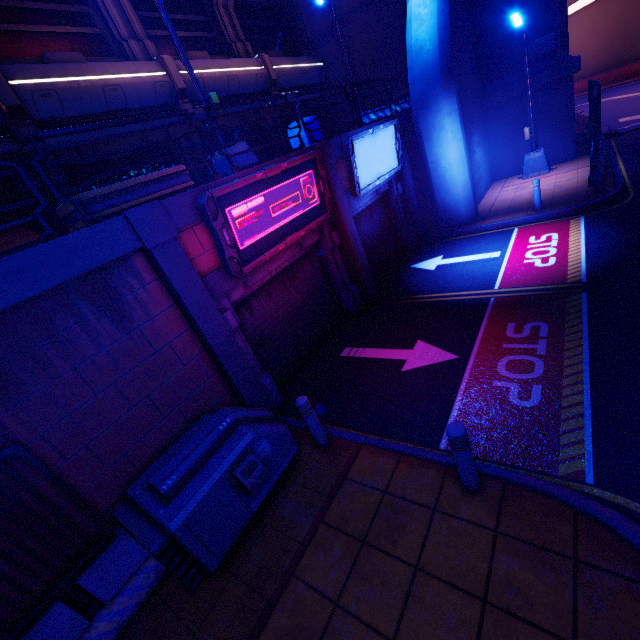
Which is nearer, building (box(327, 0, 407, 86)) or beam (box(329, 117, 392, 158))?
beam (box(329, 117, 392, 158))

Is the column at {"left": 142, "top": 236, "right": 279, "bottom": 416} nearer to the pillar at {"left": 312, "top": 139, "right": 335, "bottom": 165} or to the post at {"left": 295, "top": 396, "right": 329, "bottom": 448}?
the post at {"left": 295, "top": 396, "right": 329, "bottom": 448}

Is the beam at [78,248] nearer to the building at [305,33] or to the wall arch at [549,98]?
the building at [305,33]

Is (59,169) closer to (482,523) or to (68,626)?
(68,626)

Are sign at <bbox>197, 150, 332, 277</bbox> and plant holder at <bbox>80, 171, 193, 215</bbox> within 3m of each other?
yes

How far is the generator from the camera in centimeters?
395cm

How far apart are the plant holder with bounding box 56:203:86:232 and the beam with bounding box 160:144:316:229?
0.08m

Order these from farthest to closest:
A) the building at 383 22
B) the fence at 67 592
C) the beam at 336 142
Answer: the building at 383 22 → the beam at 336 142 → the fence at 67 592
